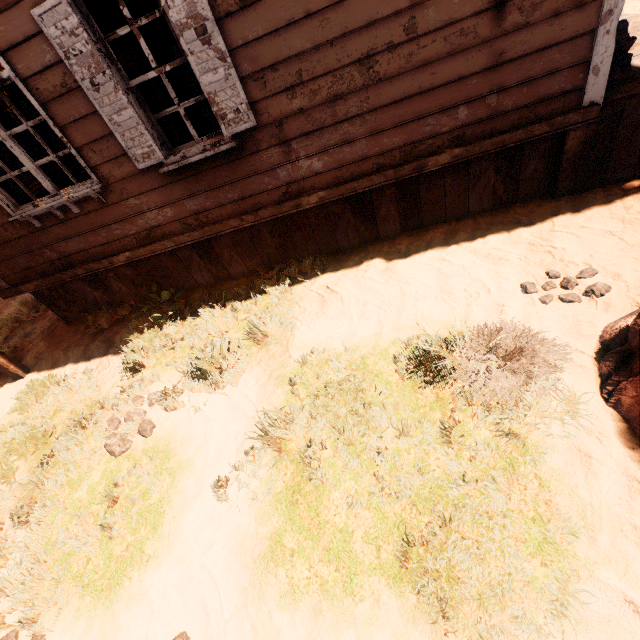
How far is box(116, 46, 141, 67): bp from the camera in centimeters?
717cm

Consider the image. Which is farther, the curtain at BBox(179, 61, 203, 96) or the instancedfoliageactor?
the curtain at BBox(179, 61, 203, 96)

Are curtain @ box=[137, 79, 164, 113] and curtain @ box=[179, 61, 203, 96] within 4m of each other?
yes

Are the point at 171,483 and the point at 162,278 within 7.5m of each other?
yes

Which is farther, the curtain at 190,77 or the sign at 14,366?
the sign at 14,366

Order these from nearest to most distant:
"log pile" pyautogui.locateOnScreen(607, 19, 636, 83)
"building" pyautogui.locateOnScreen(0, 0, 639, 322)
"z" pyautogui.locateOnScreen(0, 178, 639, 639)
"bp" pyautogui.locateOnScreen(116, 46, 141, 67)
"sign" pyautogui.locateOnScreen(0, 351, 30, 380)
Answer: "z" pyautogui.locateOnScreen(0, 178, 639, 639) < "building" pyautogui.locateOnScreen(0, 0, 639, 322) < "log pile" pyautogui.locateOnScreen(607, 19, 636, 83) < "sign" pyautogui.locateOnScreen(0, 351, 30, 380) < "bp" pyautogui.locateOnScreen(116, 46, 141, 67)

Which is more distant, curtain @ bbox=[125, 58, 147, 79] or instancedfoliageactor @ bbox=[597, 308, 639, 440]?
curtain @ bbox=[125, 58, 147, 79]

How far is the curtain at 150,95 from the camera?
3.27m
